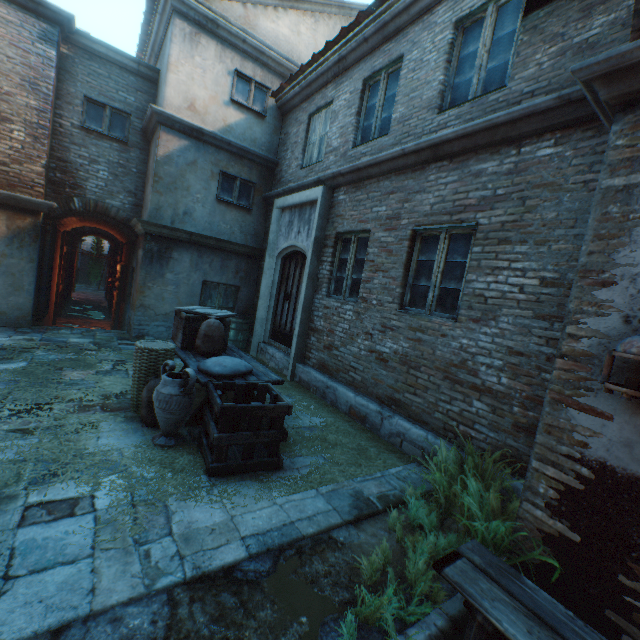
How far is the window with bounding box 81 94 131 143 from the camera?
7.81m

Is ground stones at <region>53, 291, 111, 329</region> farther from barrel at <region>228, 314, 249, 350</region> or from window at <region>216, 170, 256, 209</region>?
window at <region>216, 170, 256, 209</region>

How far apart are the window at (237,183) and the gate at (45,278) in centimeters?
379cm

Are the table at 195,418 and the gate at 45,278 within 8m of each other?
yes

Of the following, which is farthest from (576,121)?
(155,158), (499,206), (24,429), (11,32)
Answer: (11,32)

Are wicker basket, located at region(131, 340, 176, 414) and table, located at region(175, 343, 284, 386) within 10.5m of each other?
yes

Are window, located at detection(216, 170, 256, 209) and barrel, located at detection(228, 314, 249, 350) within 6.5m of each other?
yes

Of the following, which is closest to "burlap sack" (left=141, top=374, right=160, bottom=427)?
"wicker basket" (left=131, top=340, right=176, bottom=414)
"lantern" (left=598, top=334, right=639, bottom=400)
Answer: "wicker basket" (left=131, top=340, right=176, bottom=414)
